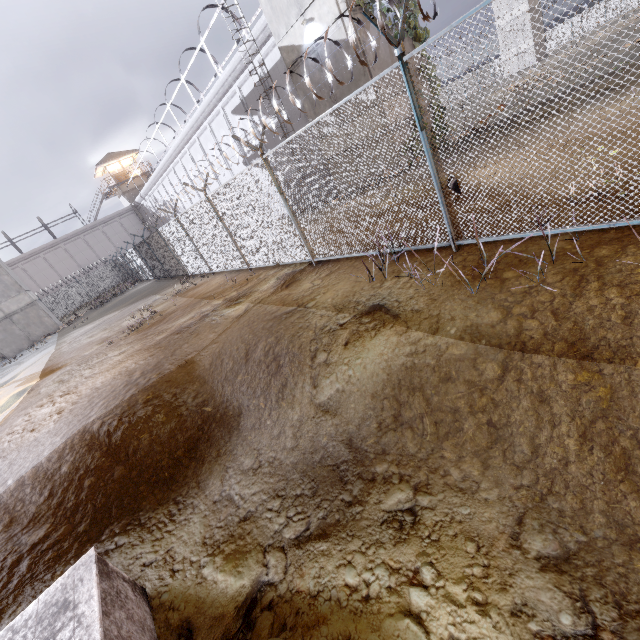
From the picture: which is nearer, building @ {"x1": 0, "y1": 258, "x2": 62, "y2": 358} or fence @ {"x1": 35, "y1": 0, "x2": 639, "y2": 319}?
fence @ {"x1": 35, "y1": 0, "x2": 639, "y2": 319}

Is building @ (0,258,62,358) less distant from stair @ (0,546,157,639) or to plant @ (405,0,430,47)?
plant @ (405,0,430,47)

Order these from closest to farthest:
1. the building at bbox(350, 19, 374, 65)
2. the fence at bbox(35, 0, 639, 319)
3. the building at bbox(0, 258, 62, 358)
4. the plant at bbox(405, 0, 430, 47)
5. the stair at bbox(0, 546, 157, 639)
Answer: the stair at bbox(0, 546, 157, 639)
the fence at bbox(35, 0, 639, 319)
the building at bbox(350, 19, 374, 65)
the plant at bbox(405, 0, 430, 47)
the building at bbox(0, 258, 62, 358)

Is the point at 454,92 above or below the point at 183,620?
above

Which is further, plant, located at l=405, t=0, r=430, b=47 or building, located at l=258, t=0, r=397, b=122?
plant, located at l=405, t=0, r=430, b=47

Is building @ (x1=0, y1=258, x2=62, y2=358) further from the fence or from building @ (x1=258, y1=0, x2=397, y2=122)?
building @ (x1=258, y1=0, x2=397, y2=122)

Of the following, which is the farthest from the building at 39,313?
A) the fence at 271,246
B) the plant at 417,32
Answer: the plant at 417,32

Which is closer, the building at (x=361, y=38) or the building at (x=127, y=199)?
the building at (x=361, y=38)
